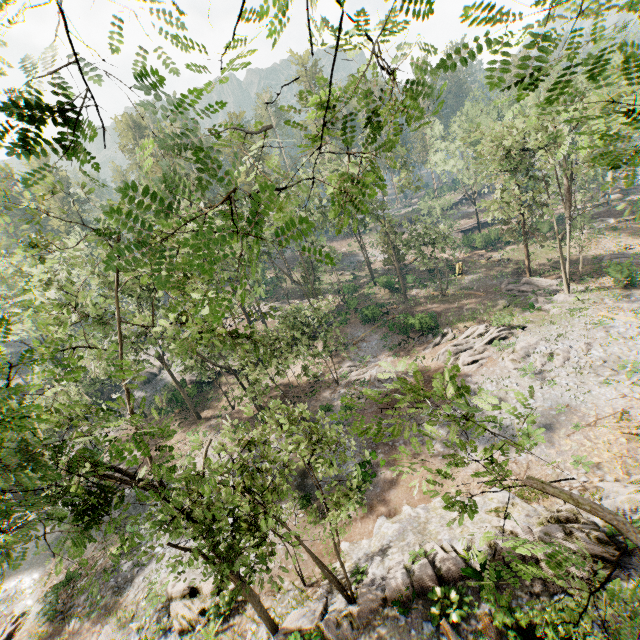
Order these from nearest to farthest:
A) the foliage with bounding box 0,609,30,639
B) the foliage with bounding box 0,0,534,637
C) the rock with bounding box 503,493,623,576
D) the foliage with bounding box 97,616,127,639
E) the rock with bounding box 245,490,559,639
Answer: the foliage with bounding box 0,0,534,637
the rock with bounding box 503,493,623,576
the rock with bounding box 245,490,559,639
the foliage with bounding box 97,616,127,639
the foliage with bounding box 0,609,30,639

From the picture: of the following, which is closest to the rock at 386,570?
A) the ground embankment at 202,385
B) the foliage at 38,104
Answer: the foliage at 38,104

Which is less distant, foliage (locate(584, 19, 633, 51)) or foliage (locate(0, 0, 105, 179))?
foliage (locate(584, 19, 633, 51))

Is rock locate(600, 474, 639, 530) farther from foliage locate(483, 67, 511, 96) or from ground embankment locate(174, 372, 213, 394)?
ground embankment locate(174, 372, 213, 394)

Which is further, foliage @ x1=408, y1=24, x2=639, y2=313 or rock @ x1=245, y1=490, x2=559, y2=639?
rock @ x1=245, y1=490, x2=559, y2=639

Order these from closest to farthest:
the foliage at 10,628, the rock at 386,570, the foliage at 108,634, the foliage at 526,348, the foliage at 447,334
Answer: the rock at 386,570 → the foliage at 108,634 → the foliage at 10,628 → the foliage at 526,348 → the foliage at 447,334

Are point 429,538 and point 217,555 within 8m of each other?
no
